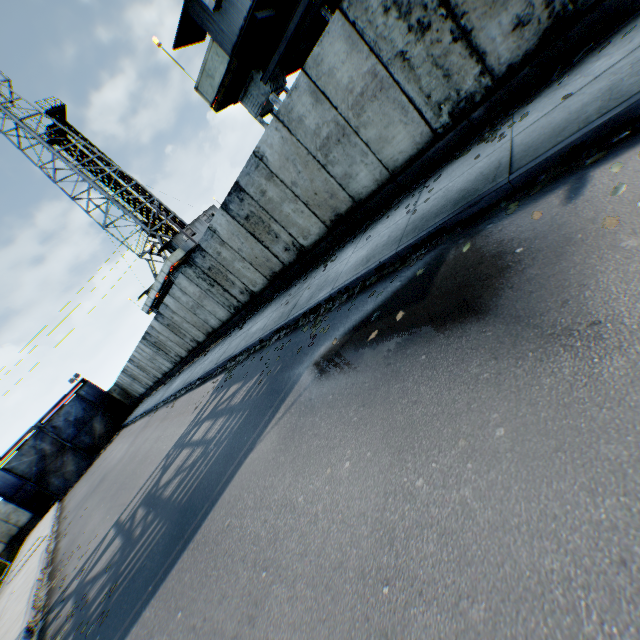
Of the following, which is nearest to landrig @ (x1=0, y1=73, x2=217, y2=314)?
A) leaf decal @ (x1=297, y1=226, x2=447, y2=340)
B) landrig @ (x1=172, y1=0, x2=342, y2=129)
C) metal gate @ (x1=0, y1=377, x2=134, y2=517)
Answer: metal gate @ (x1=0, y1=377, x2=134, y2=517)

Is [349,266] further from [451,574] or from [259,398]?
[451,574]

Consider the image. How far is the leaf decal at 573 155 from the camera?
3.3m

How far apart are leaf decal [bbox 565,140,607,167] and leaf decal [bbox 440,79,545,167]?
1.85m

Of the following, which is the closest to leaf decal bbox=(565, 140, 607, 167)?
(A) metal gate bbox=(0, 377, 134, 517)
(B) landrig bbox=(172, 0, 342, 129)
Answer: (B) landrig bbox=(172, 0, 342, 129)

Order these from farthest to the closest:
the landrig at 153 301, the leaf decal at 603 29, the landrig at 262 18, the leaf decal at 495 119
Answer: the landrig at 153 301 < the landrig at 262 18 < the leaf decal at 495 119 < the leaf decal at 603 29

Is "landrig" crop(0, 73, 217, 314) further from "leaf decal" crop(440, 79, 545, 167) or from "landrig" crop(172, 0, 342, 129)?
"leaf decal" crop(440, 79, 545, 167)
